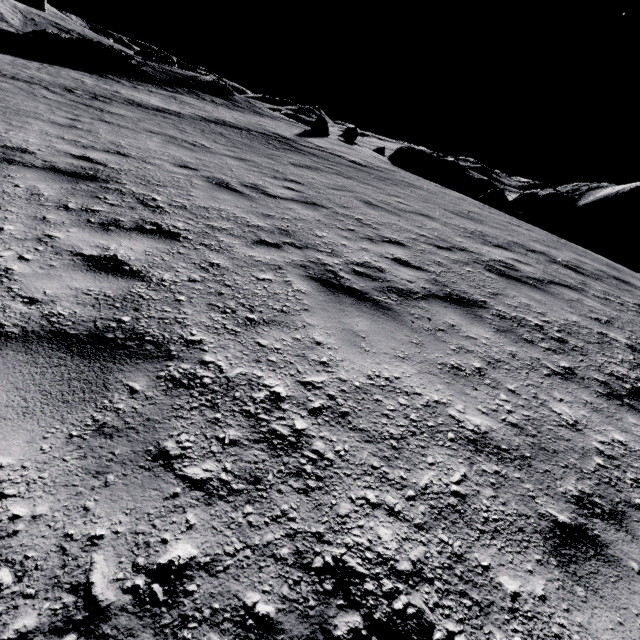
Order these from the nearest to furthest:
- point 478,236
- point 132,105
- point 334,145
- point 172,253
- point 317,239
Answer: point 172,253
point 317,239
point 478,236
point 132,105
point 334,145

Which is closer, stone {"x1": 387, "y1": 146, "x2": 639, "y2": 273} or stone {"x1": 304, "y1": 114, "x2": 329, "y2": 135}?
stone {"x1": 387, "y1": 146, "x2": 639, "y2": 273}

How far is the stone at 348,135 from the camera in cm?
2959

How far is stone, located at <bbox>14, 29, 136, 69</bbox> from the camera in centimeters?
2419cm

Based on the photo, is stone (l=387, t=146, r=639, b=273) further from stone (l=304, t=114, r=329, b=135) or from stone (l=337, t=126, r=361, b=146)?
stone (l=304, t=114, r=329, b=135)

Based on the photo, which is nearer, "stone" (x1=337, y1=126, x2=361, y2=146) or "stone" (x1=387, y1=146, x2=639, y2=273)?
"stone" (x1=387, y1=146, x2=639, y2=273)

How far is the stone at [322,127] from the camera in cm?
2533

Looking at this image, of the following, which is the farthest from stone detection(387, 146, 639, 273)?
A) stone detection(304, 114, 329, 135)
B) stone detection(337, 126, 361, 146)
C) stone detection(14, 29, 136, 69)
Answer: stone detection(14, 29, 136, 69)
